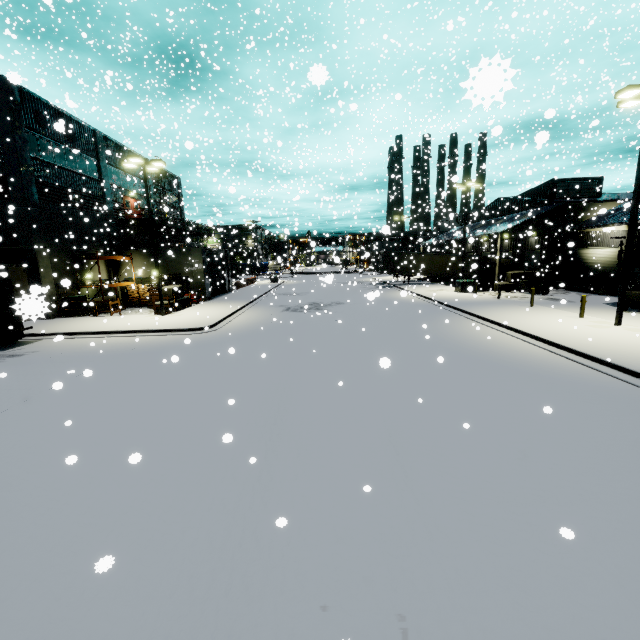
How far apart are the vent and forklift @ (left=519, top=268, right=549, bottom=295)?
38.8m

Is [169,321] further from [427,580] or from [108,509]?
[427,580]

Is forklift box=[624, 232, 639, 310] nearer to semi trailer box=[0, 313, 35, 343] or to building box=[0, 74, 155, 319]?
building box=[0, 74, 155, 319]

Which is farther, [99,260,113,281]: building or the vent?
[99,260,113,281]: building

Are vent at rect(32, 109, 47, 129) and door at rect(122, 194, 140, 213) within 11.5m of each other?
yes

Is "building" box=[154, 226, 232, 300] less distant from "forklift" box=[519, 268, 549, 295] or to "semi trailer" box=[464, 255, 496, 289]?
"semi trailer" box=[464, 255, 496, 289]

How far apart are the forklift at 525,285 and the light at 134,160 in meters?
29.3

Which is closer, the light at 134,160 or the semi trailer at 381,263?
the light at 134,160
